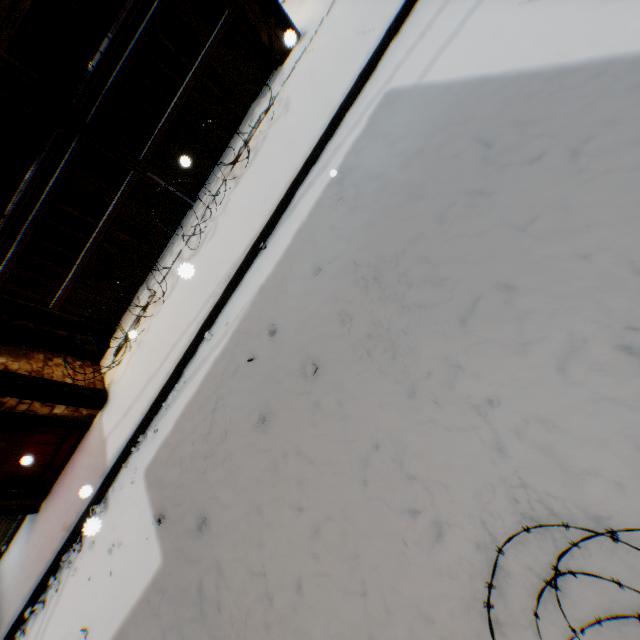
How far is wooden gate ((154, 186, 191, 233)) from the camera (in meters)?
5.71

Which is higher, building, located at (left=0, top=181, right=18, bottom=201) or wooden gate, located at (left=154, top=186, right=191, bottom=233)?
building, located at (left=0, top=181, right=18, bottom=201)

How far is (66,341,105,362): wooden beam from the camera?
5.7 meters

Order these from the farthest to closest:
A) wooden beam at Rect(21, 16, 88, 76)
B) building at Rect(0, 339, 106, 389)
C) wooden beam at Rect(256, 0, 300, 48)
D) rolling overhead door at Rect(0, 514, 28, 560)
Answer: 1. wooden beam at Rect(21, 16, 88, 76)
2. rolling overhead door at Rect(0, 514, 28, 560)
3. building at Rect(0, 339, 106, 389)
4. wooden beam at Rect(256, 0, 300, 48)

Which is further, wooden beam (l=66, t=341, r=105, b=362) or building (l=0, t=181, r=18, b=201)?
building (l=0, t=181, r=18, b=201)

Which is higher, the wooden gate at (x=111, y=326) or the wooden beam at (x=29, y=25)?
the wooden beam at (x=29, y=25)

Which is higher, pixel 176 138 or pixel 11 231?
pixel 11 231

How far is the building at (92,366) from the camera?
5.6m
